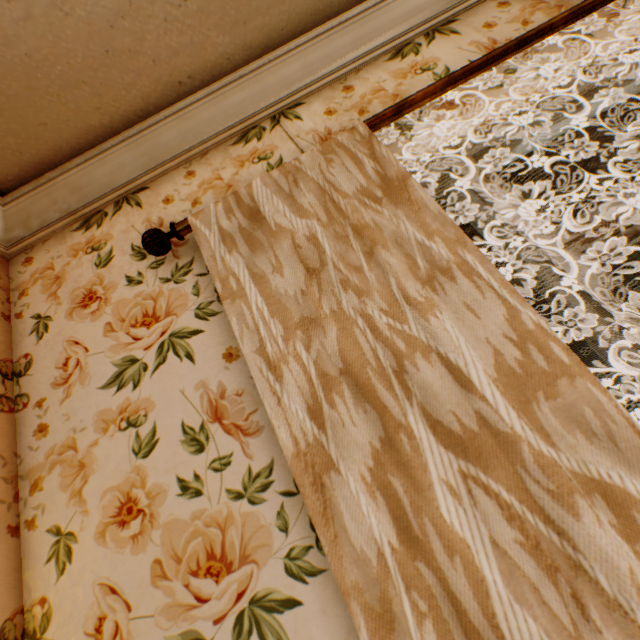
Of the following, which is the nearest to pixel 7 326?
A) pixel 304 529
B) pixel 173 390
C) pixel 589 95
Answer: pixel 173 390
